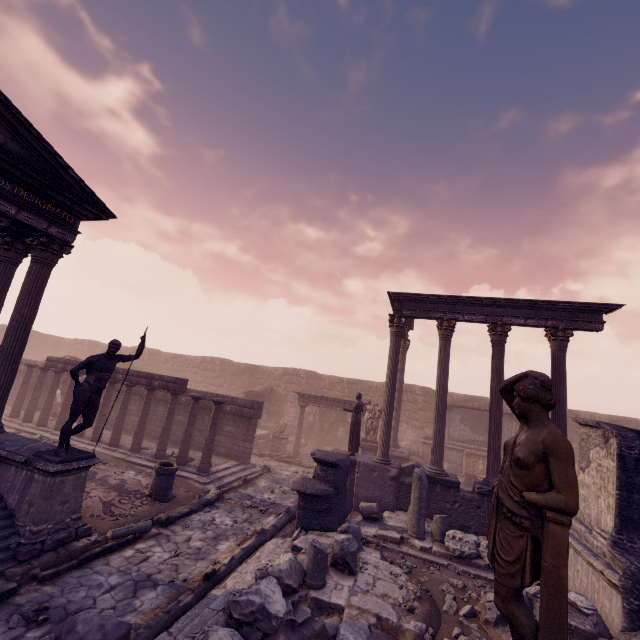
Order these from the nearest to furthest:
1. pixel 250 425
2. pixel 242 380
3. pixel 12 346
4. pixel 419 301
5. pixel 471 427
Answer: pixel 12 346, pixel 419 301, pixel 250 425, pixel 471 427, pixel 242 380

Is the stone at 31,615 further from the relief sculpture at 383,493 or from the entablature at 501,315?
the entablature at 501,315

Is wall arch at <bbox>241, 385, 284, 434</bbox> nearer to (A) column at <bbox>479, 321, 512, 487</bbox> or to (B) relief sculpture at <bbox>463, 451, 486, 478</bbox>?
(B) relief sculpture at <bbox>463, 451, 486, 478</bbox>

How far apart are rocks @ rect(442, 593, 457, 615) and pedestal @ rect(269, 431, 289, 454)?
12.6m

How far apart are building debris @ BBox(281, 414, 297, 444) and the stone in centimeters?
1746cm

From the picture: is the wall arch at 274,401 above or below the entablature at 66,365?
below

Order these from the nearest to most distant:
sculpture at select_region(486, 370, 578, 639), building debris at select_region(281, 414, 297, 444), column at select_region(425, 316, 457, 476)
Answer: sculpture at select_region(486, 370, 578, 639), column at select_region(425, 316, 457, 476), building debris at select_region(281, 414, 297, 444)

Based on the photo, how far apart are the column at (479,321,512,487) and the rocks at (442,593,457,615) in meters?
4.7 m
